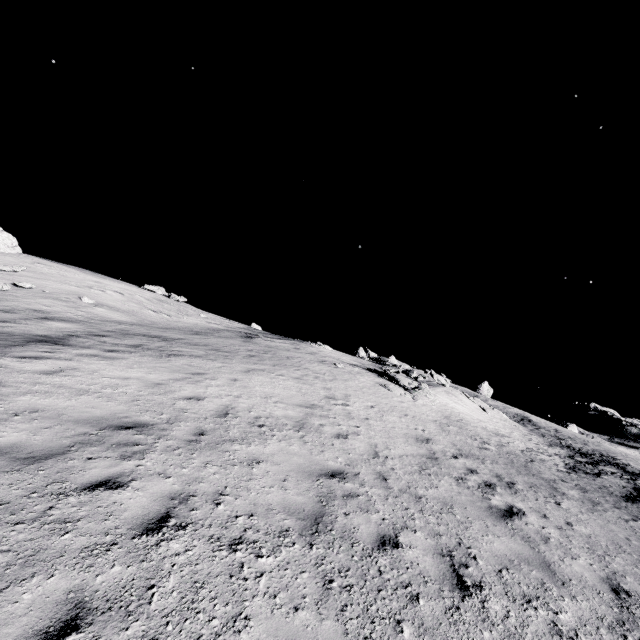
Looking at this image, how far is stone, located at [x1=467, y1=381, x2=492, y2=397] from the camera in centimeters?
5362cm

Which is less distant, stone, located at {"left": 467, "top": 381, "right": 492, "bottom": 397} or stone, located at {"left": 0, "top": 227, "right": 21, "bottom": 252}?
stone, located at {"left": 0, "top": 227, "right": 21, "bottom": 252}

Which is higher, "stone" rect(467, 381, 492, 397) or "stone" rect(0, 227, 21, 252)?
"stone" rect(467, 381, 492, 397)

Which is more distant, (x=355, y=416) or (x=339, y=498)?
(x=355, y=416)

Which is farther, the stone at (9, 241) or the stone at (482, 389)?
the stone at (482, 389)

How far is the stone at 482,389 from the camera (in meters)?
53.62
